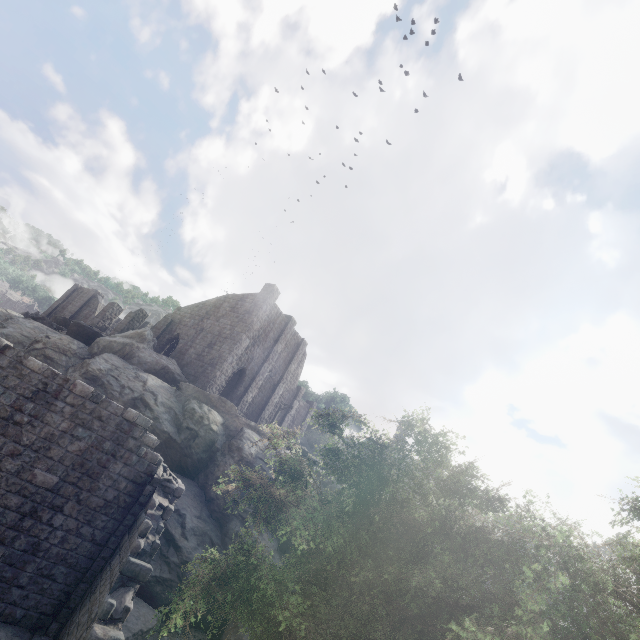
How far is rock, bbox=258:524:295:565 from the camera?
16.9m

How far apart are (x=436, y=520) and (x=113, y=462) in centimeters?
1149cm

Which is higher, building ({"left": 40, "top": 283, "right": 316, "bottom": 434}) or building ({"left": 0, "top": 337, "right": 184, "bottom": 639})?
building ({"left": 40, "top": 283, "right": 316, "bottom": 434})

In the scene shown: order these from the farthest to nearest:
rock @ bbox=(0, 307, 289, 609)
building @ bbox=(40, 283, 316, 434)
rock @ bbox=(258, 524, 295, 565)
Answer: building @ bbox=(40, 283, 316, 434), rock @ bbox=(258, 524, 295, 565), rock @ bbox=(0, 307, 289, 609)

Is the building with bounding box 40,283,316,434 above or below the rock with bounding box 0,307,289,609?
above

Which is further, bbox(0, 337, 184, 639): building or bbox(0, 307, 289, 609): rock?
bbox(0, 307, 289, 609): rock

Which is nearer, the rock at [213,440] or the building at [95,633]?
the building at [95,633]

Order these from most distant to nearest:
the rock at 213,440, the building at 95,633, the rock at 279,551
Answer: the rock at 279,551, the rock at 213,440, the building at 95,633
